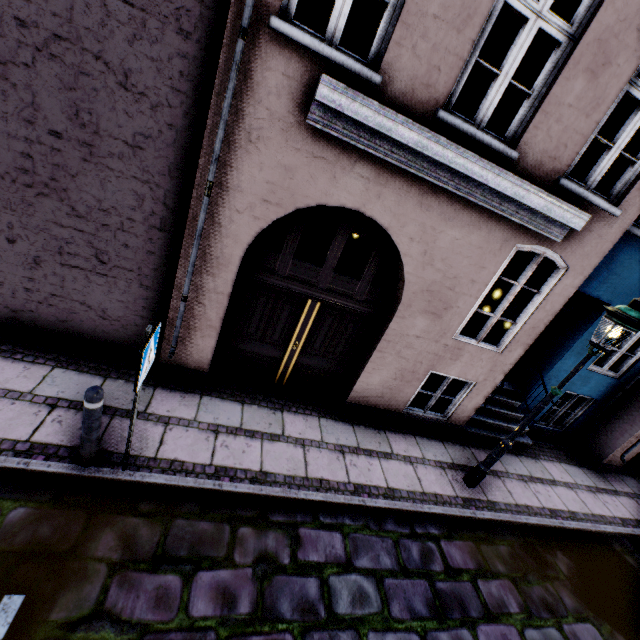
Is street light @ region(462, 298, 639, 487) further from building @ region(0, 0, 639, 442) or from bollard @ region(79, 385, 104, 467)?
bollard @ region(79, 385, 104, 467)

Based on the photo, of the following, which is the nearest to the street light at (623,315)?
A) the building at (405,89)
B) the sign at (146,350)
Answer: the building at (405,89)

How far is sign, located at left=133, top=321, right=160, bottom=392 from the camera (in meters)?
2.71

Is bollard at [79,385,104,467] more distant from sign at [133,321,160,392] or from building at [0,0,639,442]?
building at [0,0,639,442]

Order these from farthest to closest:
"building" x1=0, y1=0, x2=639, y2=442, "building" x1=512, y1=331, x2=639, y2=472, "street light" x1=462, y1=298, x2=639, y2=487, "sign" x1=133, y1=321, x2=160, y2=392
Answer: "building" x1=512, y1=331, x2=639, y2=472, "street light" x1=462, y1=298, x2=639, y2=487, "building" x1=0, y1=0, x2=639, y2=442, "sign" x1=133, y1=321, x2=160, y2=392

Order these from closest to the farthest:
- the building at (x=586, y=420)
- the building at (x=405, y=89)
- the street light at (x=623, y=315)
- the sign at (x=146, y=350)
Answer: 1. the sign at (x=146, y=350)
2. the building at (x=405, y=89)
3. the street light at (x=623, y=315)
4. the building at (x=586, y=420)

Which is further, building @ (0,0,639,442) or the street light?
the street light

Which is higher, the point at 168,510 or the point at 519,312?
the point at 519,312
